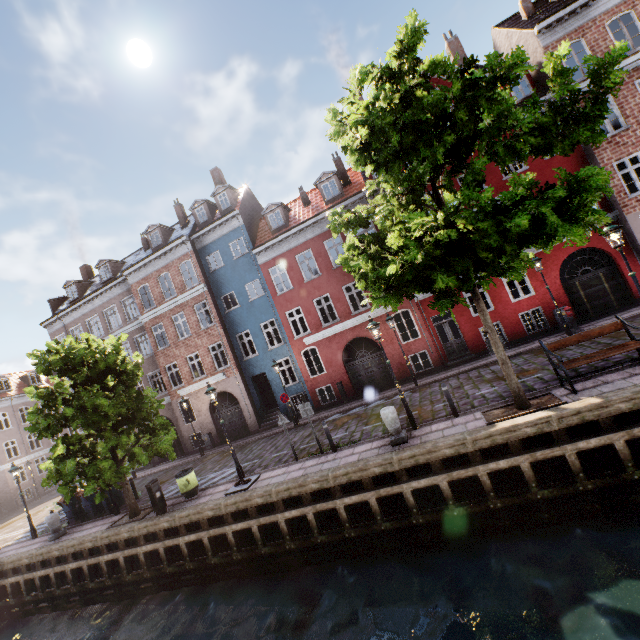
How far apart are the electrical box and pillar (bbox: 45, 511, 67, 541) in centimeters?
672cm

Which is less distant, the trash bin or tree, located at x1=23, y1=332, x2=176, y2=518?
tree, located at x1=23, y1=332, x2=176, y2=518

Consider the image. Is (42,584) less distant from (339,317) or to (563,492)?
(339,317)

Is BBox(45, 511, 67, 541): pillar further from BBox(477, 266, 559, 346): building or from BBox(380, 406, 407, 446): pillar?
BBox(380, 406, 407, 446): pillar

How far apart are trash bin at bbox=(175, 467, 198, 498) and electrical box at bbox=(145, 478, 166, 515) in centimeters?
57cm

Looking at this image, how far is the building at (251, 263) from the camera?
18.8m

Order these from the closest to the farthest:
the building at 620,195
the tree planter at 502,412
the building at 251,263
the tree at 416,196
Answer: the tree at 416,196, the tree planter at 502,412, the building at 620,195, the building at 251,263

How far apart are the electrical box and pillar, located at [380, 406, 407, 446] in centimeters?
900cm
